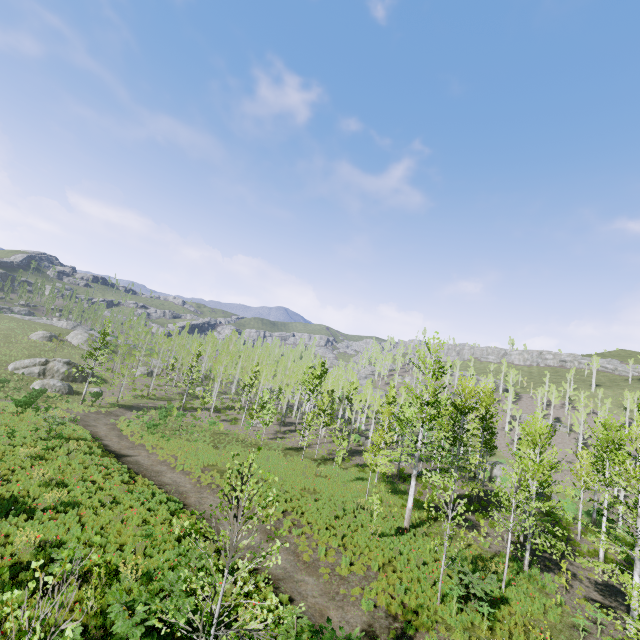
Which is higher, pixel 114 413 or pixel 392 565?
pixel 392 565

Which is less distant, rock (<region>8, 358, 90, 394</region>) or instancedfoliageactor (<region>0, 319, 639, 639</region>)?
instancedfoliageactor (<region>0, 319, 639, 639</region>)

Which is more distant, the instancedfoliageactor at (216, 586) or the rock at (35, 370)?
the rock at (35, 370)

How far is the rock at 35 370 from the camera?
40.44m

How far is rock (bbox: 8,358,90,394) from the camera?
40.4m
